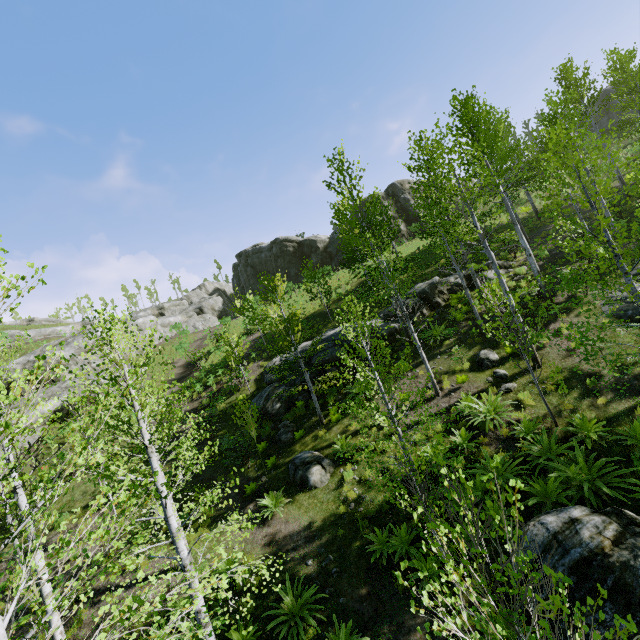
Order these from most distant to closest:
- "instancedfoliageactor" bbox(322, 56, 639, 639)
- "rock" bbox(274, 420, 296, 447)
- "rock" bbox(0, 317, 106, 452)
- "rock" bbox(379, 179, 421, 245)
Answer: "rock" bbox(379, 179, 421, 245)
"rock" bbox(0, 317, 106, 452)
"rock" bbox(274, 420, 296, 447)
"instancedfoliageactor" bbox(322, 56, 639, 639)

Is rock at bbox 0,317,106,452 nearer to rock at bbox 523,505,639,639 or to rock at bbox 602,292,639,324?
rock at bbox 523,505,639,639

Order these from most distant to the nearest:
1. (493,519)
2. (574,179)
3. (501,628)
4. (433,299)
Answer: (574,179) → (433,299) → (493,519) → (501,628)

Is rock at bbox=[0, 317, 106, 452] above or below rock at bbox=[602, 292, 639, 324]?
above

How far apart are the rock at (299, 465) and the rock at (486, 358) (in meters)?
6.94

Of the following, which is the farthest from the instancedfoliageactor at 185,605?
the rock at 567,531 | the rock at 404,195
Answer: the rock at 404,195

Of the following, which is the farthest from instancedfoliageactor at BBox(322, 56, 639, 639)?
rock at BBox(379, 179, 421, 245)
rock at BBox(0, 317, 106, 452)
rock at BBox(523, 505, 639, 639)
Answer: rock at BBox(0, 317, 106, 452)

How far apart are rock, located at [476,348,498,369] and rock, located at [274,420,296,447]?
8.26m
